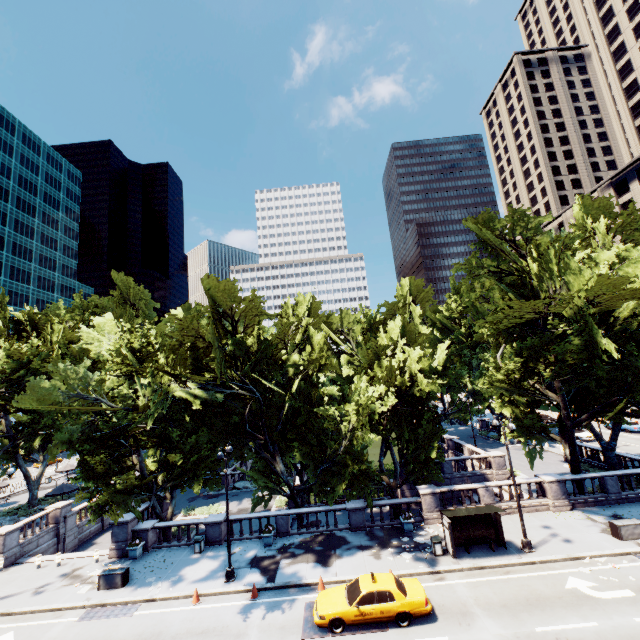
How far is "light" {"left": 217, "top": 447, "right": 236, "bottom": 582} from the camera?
18.6 meters

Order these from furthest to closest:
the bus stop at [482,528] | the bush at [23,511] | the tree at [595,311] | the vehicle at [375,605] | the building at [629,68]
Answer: the building at [629,68] < the bush at [23,511] < the tree at [595,311] < the bus stop at [482,528] < the vehicle at [375,605]

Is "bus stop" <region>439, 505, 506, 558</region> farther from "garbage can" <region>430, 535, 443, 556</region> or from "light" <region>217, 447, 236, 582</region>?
"light" <region>217, 447, 236, 582</region>

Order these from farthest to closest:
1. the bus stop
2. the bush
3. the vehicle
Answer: the bush → the bus stop → the vehicle

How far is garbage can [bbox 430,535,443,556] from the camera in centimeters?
1897cm

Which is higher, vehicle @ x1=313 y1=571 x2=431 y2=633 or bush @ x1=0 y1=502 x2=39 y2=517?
vehicle @ x1=313 y1=571 x2=431 y2=633

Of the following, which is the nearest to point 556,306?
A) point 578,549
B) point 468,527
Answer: Result: point 578,549

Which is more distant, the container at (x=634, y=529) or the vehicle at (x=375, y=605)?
the container at (x=634, y=529)
